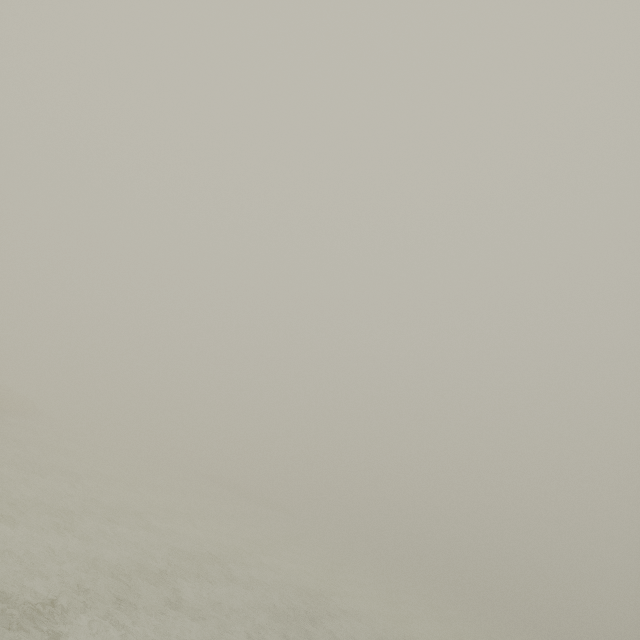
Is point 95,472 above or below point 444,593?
above
